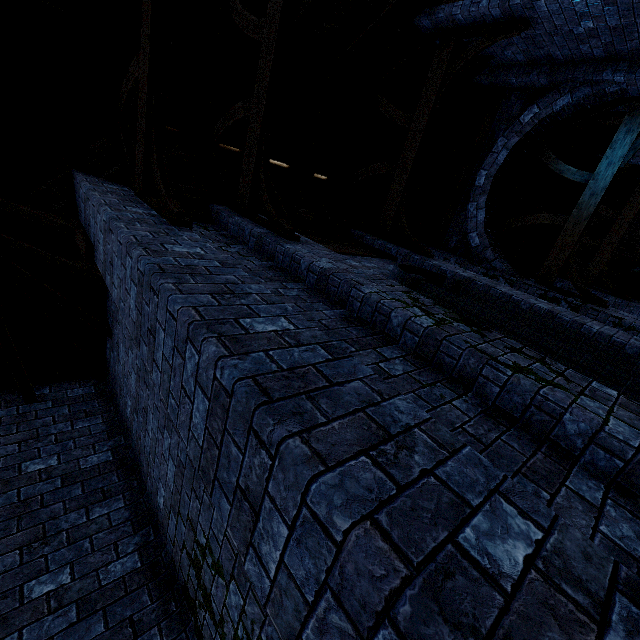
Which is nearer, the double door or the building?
the building

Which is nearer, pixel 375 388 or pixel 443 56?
pixel 375 388

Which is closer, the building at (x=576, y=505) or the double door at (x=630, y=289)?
the building at (x=576, y=505)
